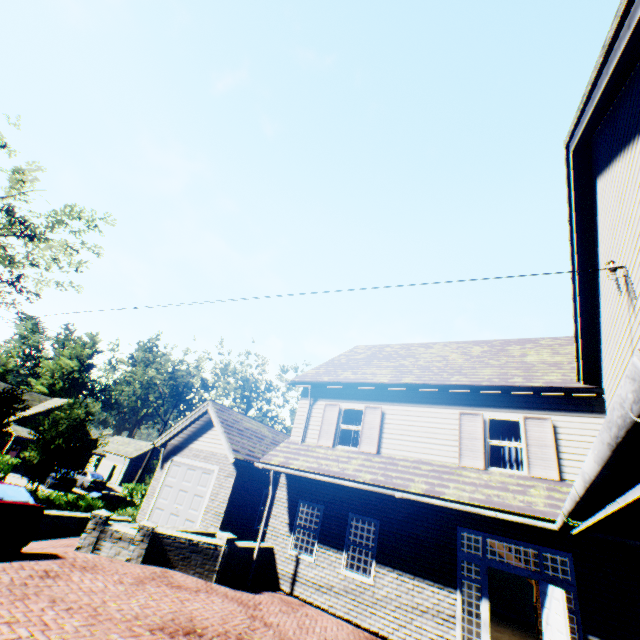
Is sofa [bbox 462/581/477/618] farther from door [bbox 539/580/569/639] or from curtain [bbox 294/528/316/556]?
door [bbox 539/580/569/639]

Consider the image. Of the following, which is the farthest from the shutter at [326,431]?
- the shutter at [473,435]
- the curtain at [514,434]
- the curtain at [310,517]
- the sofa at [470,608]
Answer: the sofa at [470,608]

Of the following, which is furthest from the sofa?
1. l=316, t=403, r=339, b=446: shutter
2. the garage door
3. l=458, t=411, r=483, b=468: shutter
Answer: the garage door

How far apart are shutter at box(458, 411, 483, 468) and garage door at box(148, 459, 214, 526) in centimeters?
1005cm

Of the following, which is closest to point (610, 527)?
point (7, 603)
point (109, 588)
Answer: point (109, 588)

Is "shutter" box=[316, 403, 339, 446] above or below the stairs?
above

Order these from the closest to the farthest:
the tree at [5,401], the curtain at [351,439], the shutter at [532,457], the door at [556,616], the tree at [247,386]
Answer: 1. the door at [556,616]
2. the shutter at [532,457]
3. the curtain at [351,439]
4. the tree at [5,401]
5. the tree at [247,386]

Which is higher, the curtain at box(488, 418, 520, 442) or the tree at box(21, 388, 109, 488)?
the curtain at box(488, 418, 520, 442)
